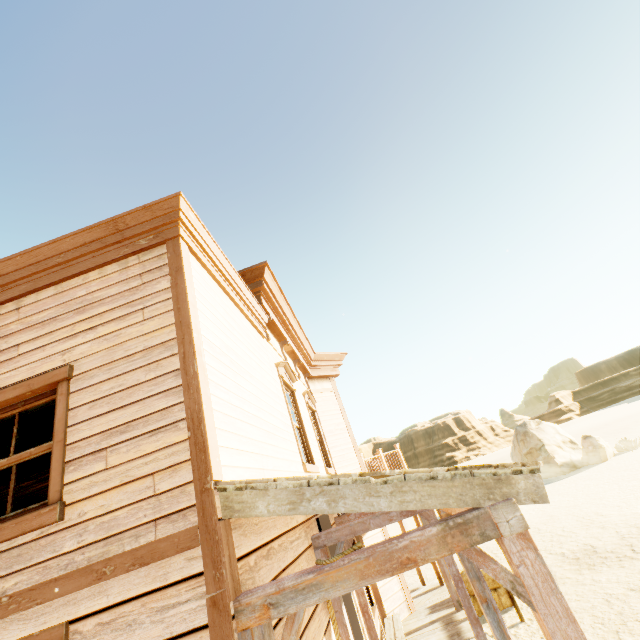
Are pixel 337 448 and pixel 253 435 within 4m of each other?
no

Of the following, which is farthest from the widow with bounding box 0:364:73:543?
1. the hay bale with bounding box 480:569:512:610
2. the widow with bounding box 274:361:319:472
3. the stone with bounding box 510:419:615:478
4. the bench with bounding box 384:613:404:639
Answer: the stone with bounding box 510:419:615:478

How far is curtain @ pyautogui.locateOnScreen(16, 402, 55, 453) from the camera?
3.1 meters

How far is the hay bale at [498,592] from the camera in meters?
7.9

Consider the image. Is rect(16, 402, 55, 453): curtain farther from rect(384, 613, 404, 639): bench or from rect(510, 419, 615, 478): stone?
rect(510, 419, 615, 478): stone

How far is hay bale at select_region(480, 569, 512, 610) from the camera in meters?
7.9 m

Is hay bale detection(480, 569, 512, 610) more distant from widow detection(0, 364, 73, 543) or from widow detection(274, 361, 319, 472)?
widow detection(0, 364, 73, 543)

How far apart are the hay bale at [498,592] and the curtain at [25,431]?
9.7 meters
